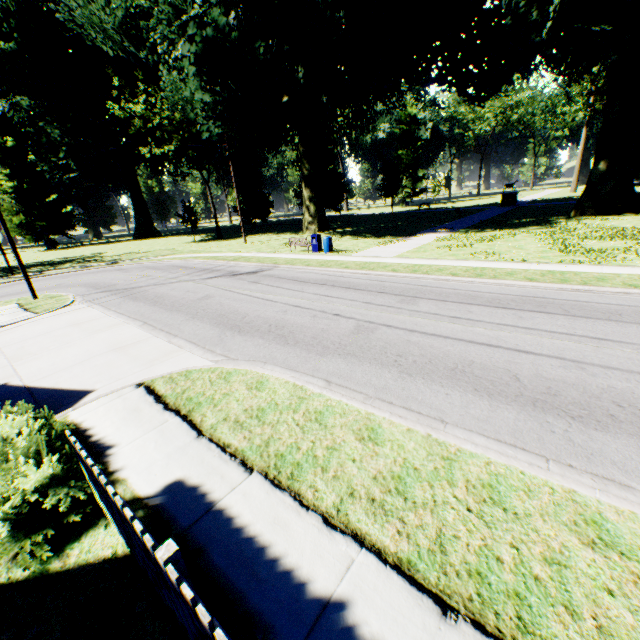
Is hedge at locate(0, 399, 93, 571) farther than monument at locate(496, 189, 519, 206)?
No

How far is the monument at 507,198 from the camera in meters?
42.8

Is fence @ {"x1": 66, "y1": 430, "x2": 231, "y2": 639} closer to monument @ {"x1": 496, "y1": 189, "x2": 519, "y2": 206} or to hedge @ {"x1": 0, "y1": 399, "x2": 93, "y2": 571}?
hedge @ {"x1": 0, "y1": 399, "x2": 93, "y2": 571}

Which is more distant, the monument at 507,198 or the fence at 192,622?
the monument at 507,198

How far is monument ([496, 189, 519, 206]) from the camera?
42.84m

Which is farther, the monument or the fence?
the monument

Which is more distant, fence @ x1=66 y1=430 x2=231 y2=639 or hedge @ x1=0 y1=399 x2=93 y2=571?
hedge @ x1=0 y1=399 x2=93 y2=571

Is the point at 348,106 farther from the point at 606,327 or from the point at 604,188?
the point at 606,327
